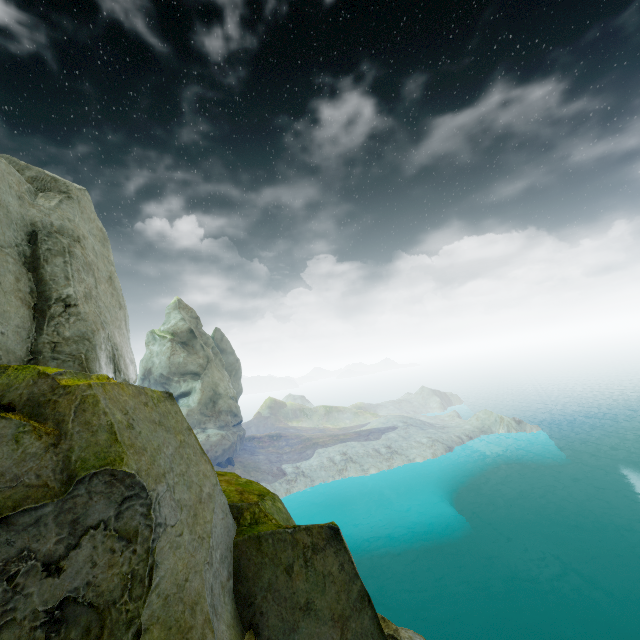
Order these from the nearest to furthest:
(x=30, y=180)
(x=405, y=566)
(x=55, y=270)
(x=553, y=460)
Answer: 1. (x=55, y=270)
2. (x=30, y=180)
3. (x=405, y=566)
4. (x=553, y=460)
